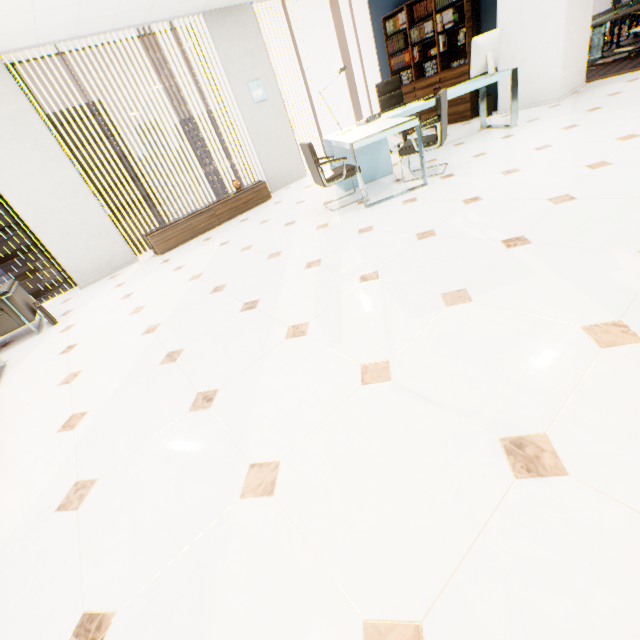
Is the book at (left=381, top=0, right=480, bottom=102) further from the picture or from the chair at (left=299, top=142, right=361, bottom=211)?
the chair at (left=299, top=142, right=361, bottom=211)

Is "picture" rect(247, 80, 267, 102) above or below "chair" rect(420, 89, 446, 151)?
above

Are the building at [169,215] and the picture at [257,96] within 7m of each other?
no

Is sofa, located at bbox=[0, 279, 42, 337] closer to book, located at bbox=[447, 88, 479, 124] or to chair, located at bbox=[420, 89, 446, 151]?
chair, located at bbox=[420, 89, 446, 151]

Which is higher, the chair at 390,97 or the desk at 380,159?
the chair at 390,97

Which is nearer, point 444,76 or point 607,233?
point 607,233

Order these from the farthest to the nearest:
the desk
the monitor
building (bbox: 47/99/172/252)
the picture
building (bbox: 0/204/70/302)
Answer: building (bbox: 47/99/172/252) → building (bbox: 0/204/70/302) → the picture → the monitor → the desk

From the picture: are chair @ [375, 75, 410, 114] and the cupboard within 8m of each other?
yes
